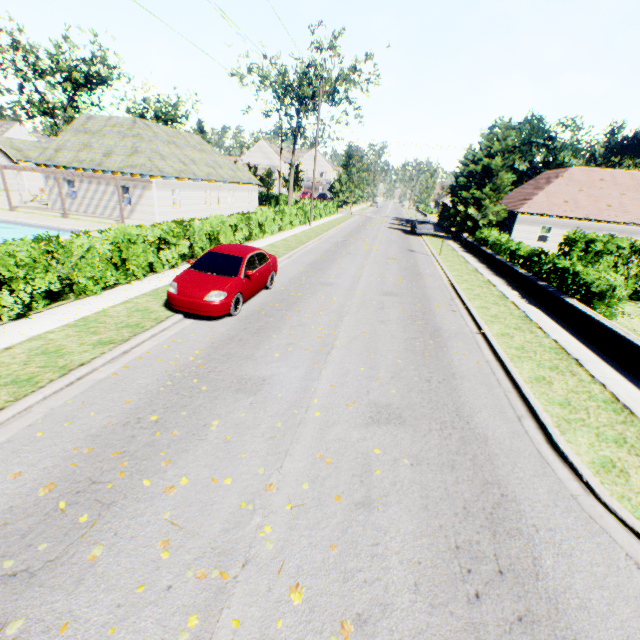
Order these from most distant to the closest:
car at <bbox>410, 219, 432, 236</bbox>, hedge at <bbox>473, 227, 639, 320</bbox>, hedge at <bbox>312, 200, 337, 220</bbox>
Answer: hedge at <bbox>312, 200, 337, 220</bbox> < car at <bbox>410, 219, 432, 236</bbox> < hedge at <bbox>473, 227, 639, 320</bbox>

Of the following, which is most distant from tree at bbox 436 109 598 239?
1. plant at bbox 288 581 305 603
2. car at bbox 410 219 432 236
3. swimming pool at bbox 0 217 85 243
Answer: swimming pool at bbox 0 217 85 243

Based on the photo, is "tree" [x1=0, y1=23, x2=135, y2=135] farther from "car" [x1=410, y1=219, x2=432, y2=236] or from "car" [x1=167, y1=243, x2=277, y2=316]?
"car" [x1=167, y1=243, x2=277, y2=316]

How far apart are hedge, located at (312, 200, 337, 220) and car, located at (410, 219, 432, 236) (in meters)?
10.79

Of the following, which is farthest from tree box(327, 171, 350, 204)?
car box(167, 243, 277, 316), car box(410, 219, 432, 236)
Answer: car box(167, 243, 277, 316)

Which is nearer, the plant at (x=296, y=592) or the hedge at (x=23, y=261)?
the plant at (x=296, y=592)

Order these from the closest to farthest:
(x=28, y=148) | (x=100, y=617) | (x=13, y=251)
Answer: (x=100, y=617)
(x=13, y=251)
(x=28, y=148)

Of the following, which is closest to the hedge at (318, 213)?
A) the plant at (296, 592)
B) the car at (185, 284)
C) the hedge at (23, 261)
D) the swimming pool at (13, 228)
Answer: the hedge at (23, 261)
